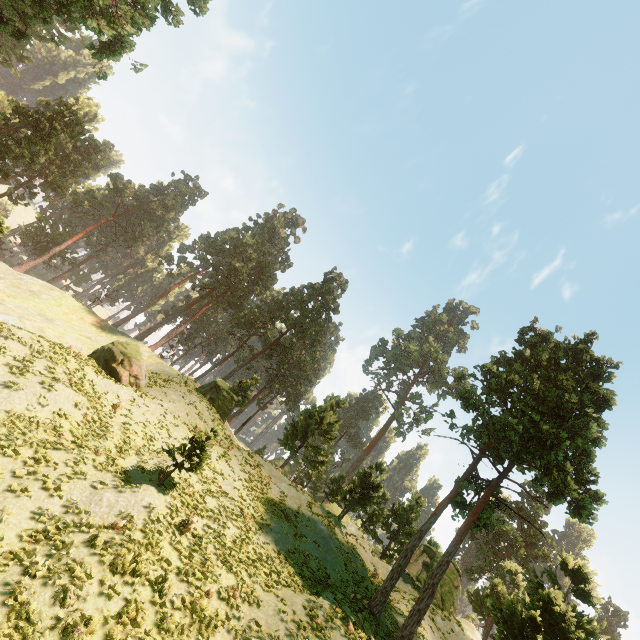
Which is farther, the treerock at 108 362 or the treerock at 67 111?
the treerock at 67 111

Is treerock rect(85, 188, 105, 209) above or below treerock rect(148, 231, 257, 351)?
below

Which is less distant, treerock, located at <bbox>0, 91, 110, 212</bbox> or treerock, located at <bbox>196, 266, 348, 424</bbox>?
treerock, located at <bbox>196, 266, 348, 424</bbox>

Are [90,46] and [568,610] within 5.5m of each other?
no

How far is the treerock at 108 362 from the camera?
22.9m

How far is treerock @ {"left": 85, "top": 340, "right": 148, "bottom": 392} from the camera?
22.9m
